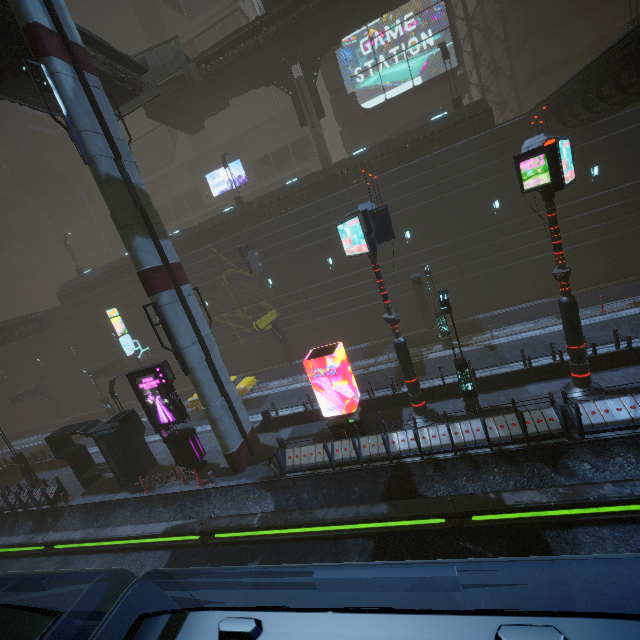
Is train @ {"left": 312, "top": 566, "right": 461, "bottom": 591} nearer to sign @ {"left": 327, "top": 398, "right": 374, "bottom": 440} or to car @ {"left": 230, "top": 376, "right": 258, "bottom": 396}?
sign @ {"left": 327, "top": 398, "right": 374, "bottom": 440}

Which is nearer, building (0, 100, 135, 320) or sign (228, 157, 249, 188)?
sign (228, 157, 249, 188)

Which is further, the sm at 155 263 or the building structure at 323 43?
the building structure at 323 43

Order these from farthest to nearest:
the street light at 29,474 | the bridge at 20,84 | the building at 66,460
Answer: the street light at 29,474
the building at 66,460
the bridge at 20,84

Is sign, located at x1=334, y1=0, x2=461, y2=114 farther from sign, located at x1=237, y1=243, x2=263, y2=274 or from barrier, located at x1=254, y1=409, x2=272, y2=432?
barrier, located at x1=254, y1=409, x2=272, y2=432

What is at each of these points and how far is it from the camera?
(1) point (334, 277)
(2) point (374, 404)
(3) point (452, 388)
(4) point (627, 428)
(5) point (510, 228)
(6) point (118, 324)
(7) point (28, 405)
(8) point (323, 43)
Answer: (1) building, 26.03m
(2) building, 16.30m
(3) building, 15.12m
(4) building, 10.23m
(5) building, 21.84m
(6) sign, 30.84m
(7) building, 38.78m
(8) building structure, 24.22m

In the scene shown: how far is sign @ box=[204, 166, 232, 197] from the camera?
40.16m

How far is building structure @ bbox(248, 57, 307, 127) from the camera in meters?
25.3
